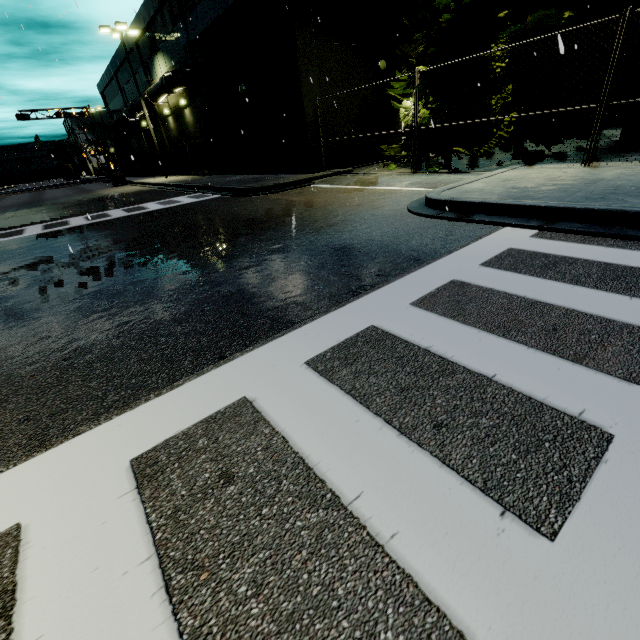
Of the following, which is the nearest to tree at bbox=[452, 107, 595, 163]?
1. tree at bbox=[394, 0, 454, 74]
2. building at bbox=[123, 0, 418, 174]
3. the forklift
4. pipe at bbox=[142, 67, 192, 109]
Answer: tree at bbox=[394, 0, 454, 74]

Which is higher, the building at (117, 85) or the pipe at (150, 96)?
the building at (117, 85)

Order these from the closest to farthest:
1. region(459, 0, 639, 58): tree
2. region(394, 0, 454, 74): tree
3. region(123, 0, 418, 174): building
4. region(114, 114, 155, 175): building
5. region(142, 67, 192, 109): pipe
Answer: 1. region(459, 0, 639, 58): tree
2. region(394, 0, 454, 74): tree
3. region(123, 0, 418, 174): building
4. region(142, 67, 192, 109): pipe
5. region(114, 114, 155, 175): building

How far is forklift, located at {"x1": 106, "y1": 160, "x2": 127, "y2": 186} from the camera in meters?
29.6

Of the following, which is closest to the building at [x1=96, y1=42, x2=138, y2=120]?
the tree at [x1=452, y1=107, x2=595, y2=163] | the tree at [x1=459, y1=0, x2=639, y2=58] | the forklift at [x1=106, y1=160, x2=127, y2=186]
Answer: the forklift at [x1=106, y1=160, x2=127, y2=186]

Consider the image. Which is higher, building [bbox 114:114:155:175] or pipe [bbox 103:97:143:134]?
pipe [bbox 103:97:143:134]

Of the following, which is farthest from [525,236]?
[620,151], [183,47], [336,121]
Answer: [183,47]

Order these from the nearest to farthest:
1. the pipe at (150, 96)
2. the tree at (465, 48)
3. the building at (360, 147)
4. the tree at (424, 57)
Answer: the tree at (465, 48)
the tree at (424, 57)
the building at (360, 147)
the pipe at (150, 96)
